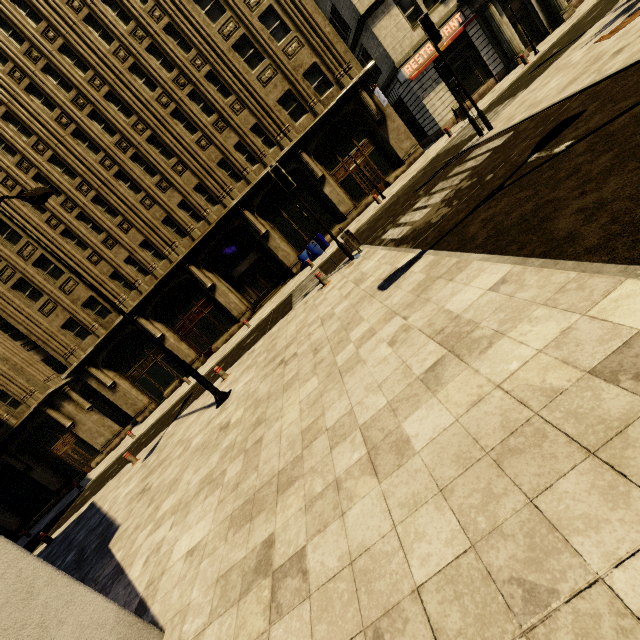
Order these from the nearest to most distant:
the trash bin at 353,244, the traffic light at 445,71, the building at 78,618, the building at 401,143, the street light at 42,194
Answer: the building at 78,618
the street light at 42,194
the traffic light at 445,71
the trash bin at 353,244
the building at 401,143

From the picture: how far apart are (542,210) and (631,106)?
2.3m

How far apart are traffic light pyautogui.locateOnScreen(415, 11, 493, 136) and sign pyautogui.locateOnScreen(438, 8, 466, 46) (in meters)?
11.03

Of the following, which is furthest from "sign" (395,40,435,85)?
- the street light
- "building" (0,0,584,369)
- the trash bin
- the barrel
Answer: the street light

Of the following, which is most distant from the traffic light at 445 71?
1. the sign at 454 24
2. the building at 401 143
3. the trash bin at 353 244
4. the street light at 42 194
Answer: the street light at 42 194

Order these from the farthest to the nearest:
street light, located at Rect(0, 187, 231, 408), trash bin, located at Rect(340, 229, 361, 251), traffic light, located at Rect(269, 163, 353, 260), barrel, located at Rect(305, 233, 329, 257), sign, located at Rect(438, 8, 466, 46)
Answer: barrel, located at Rect(305, 233, 329, 257) < sign, located at Rect(438, 8, 466, 46) < trash bin, located at Rect(340, 229, 361, 251) < traffic light, located at Rect(269, 163, 353, 260) < street light, located at Rect(0, 187, 231, 408)

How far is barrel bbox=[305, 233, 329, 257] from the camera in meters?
19.9 m

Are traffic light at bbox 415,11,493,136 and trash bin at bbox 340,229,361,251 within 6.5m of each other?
yes
